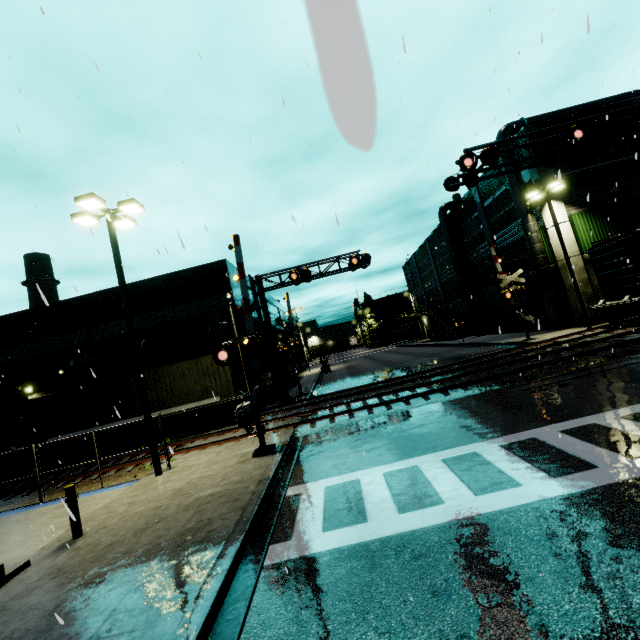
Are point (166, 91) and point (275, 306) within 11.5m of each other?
no

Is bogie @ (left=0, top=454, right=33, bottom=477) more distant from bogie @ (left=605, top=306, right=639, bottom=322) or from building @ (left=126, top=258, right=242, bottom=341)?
bogie @ (left=605, top=306, right=639, bottom=322)

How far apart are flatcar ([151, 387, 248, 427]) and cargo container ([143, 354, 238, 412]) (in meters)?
0.00

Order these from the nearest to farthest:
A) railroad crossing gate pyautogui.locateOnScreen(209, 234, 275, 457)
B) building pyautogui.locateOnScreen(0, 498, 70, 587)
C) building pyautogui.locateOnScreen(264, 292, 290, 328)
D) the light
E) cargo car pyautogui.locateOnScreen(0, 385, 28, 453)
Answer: building pyautogui.locateOnScreen(0, 498, 70, 587) < railroad crossing gate pyautogui.locateOnScreen(209, 234, 275, 457) < the light < cargo car pyautogui.locateOnScreen(0, 385, 28, 453) < building pyautogui.locateOnScreen(264, 292, 290, 328)

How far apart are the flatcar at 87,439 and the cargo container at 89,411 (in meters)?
0.00

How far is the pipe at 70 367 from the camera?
21.7 meters
